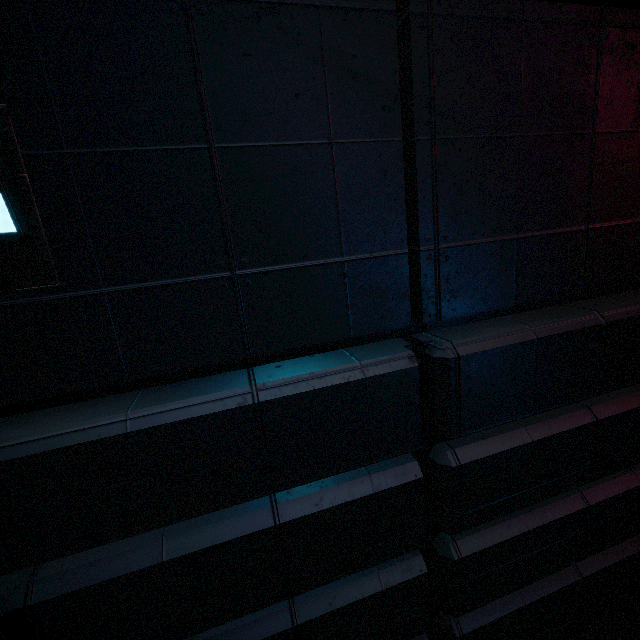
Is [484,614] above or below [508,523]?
below
